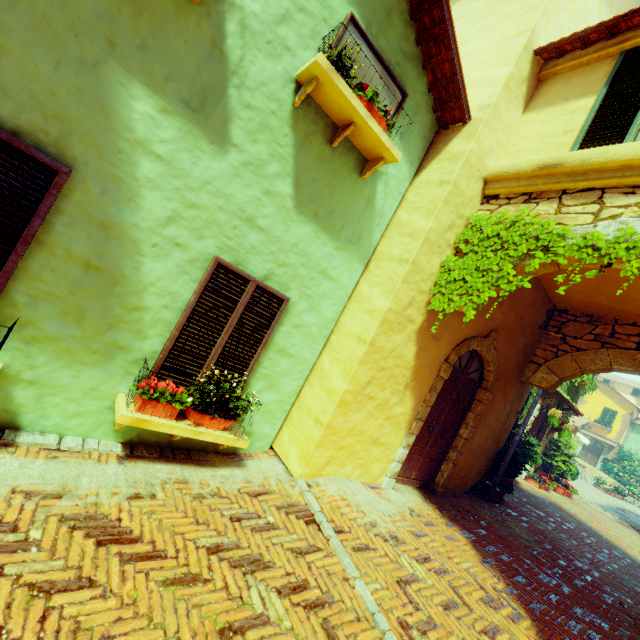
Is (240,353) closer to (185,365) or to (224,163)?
(185,365)

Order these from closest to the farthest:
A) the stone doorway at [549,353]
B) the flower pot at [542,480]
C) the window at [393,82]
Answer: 1. the window at [393,82]
2. the stone doorway at [549,353]
3. the flower pot at [542,480]

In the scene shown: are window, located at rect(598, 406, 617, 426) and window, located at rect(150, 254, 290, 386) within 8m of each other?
no

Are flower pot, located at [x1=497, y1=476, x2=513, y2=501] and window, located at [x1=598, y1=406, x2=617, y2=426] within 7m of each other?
no

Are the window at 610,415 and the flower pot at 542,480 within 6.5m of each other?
no

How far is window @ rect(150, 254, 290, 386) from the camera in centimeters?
363cm

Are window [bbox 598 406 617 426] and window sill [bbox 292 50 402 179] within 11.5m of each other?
no

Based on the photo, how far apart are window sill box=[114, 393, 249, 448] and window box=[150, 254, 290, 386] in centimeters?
14cm
